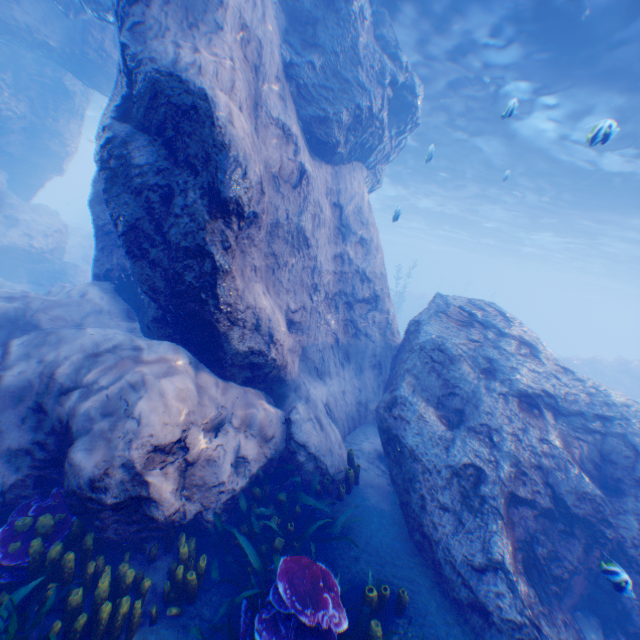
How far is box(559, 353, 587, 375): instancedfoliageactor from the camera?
Answer: 24.3 meters

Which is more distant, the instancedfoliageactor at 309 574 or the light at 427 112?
the light at 427 112

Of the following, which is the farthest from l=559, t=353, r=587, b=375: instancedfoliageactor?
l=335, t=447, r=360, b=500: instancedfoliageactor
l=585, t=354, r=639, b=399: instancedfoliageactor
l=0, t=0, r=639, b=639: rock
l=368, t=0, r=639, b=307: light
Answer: l=335, t=447, r=360, b=500: instancedfoliageactor

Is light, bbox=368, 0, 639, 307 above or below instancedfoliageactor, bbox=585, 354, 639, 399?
above

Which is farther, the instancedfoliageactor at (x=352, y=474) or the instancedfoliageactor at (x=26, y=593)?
the instancedfoliageactor at (x=352, y=474)

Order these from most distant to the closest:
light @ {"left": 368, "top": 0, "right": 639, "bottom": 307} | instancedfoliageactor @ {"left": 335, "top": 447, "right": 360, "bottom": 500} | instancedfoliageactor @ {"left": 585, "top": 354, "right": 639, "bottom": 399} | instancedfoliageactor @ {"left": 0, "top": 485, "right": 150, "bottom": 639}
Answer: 1. instancedfoliageactor @ {"left": 585, "top": 354, "right": 639, "bottom": 399}
2. light @ {"left": 368, "top": 0, "right": 639, "bottom": 307}
3. instancedfoliageactor @ {"left": 335, "top": 447, "right": 360, "bottom": 500}
4. instancedfoliageactor @ {"left": 0, "top": 485, "right": 150, "bottom": 639}

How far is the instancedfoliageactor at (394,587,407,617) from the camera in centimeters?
429cm

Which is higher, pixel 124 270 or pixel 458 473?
pixel 124 270
